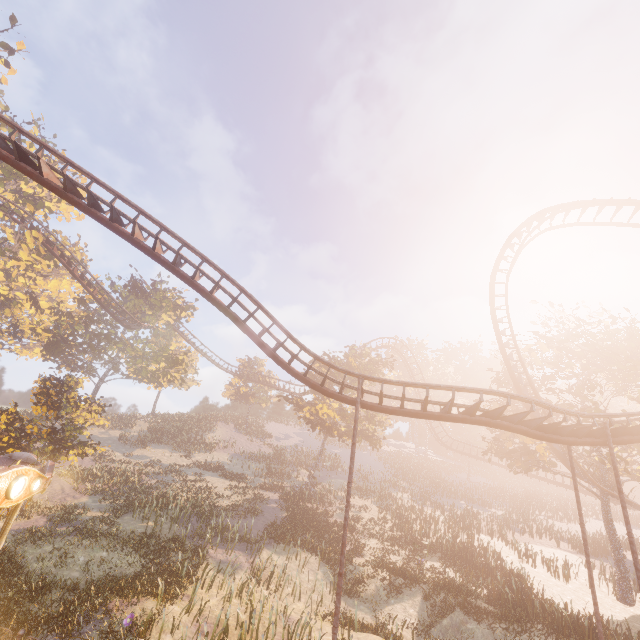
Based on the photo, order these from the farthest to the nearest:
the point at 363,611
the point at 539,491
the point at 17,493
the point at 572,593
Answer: the point at 539,491, the point at 572,593, the point at 363,611, the point at 17,493

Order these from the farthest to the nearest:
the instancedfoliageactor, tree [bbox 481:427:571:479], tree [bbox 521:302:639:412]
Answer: tree [bbox 481:427:571:479], tree [bbox 521:302:639:412], the instancedfoliageactor

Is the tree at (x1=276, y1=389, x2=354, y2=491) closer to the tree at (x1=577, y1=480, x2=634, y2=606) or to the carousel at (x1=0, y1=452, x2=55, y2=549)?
the tree at (x1=577, y1=480, x2=634, y2=606)

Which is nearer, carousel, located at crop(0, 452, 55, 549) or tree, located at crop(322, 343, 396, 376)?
carousel, located at crop(0, 452, 55, 549)

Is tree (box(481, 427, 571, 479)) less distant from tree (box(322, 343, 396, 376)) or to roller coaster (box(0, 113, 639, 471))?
roller coaster (box(0, 113, 639, 471))

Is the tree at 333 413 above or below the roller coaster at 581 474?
above

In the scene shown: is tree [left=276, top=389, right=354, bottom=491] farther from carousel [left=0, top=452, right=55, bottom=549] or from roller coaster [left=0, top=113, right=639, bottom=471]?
carousel [left=0, top=452, right=55, bottom=549]

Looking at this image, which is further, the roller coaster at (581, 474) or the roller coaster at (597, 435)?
the roller coaster at (581, 474)
